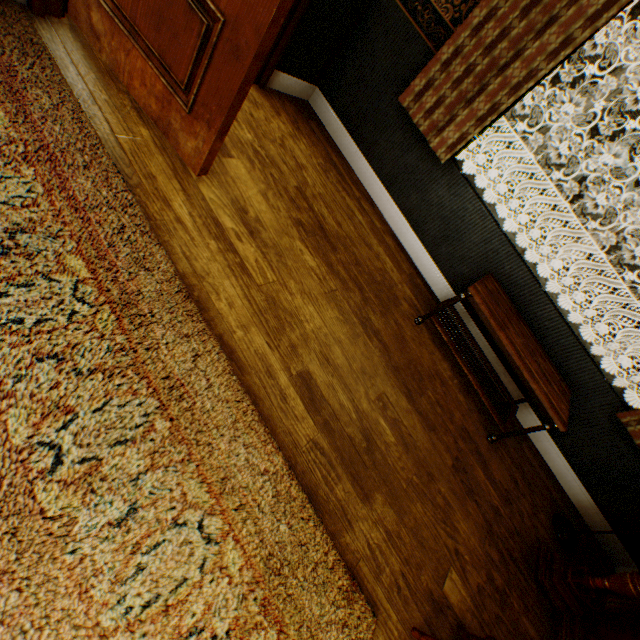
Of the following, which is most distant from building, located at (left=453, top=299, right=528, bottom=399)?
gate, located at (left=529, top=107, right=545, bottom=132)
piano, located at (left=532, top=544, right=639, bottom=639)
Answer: gate, located at (left=529, top=107, right=545, bottom=132)

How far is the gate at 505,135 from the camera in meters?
13.2 m

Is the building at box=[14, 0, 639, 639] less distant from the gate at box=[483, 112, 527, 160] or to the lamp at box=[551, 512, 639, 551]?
the lamp at box=[551, 512, 639, 551]

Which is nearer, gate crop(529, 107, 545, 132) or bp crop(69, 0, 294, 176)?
bp crop(69, 0, 294, 176)

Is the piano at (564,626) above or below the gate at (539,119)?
below

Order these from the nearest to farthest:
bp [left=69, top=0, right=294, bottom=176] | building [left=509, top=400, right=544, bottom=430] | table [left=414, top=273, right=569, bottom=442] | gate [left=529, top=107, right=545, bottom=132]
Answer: bp [left=69, top=0, right=294, bottom=176] → table [left=414, top=273, right=569, bottom=442] → building [left=509, top=400, right=544, bottom=430] → gate [left=529, top=107, right=545, bottom=132]

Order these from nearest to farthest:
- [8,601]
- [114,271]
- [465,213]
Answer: [8,601], [114,271], [465,213]

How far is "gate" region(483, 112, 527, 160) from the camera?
13.2m
